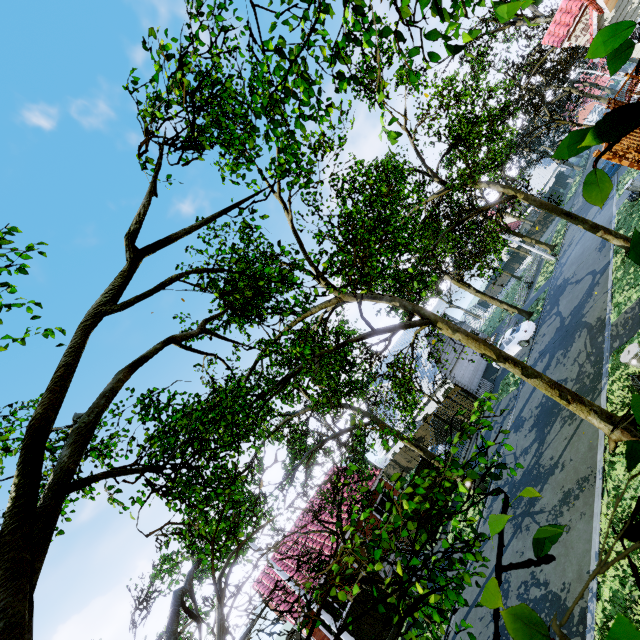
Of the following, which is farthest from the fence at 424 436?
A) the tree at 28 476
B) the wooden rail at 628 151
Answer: the wooden rail at 628 151

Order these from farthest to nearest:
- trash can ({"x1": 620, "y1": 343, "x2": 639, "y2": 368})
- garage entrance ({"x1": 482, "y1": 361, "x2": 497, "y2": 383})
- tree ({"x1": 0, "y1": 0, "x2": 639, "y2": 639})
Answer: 1. garage entrance ({"x1": 482, "y1": 361, "x2": 497, "y2": 383})
2. trash can ({"x1": 620, "y1": 343, "x2": 639, "y2": 368})
3. tree ({"x1": 0, "y1": 0, "x2": 639, "y2": 639})

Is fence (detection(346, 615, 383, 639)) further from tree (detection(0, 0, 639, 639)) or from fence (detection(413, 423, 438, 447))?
fence (detection(413, 423, 438, 447))

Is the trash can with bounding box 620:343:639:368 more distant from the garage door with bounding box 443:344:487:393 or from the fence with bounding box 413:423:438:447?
the fence with bounding box 413:423:438:447

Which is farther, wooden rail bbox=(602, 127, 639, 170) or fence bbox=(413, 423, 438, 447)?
fence bbox=(413, 423, 438, 447)

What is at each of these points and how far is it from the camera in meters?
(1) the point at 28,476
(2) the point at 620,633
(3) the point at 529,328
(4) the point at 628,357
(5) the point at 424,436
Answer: (1) tree, 3.4 m
(2) tree, 0.5 m
(3) car, 23.1 m
(4) trash can, 9.3 m
(5) fence, 30.3 m

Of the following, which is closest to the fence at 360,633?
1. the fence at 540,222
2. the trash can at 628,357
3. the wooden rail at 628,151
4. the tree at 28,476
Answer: the tree at 28,476

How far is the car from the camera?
22.97m
